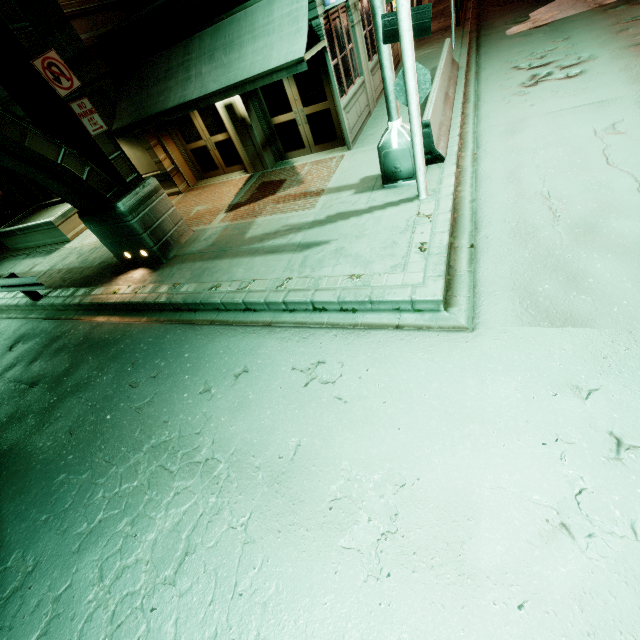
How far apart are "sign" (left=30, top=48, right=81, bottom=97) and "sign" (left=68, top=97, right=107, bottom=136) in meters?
0.1

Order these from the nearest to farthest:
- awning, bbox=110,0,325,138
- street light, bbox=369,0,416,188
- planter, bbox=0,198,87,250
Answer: street light, bbox=369,0,416,188 < awning, bbox=110,0,325,138 < planter, bbox=0,198,87,250

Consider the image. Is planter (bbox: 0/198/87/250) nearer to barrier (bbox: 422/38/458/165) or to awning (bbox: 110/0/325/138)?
awning (bbox: 110/0/325/138)

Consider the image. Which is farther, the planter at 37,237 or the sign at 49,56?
the planter at 37,237

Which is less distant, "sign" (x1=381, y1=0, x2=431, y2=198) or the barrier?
"sign" (x1=381, y1=0, x2=431, y2=198)

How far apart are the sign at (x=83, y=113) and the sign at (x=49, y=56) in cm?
14

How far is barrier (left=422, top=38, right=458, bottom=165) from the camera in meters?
7.3

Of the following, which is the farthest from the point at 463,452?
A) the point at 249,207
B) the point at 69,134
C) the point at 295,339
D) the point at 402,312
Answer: the point at 69,134
